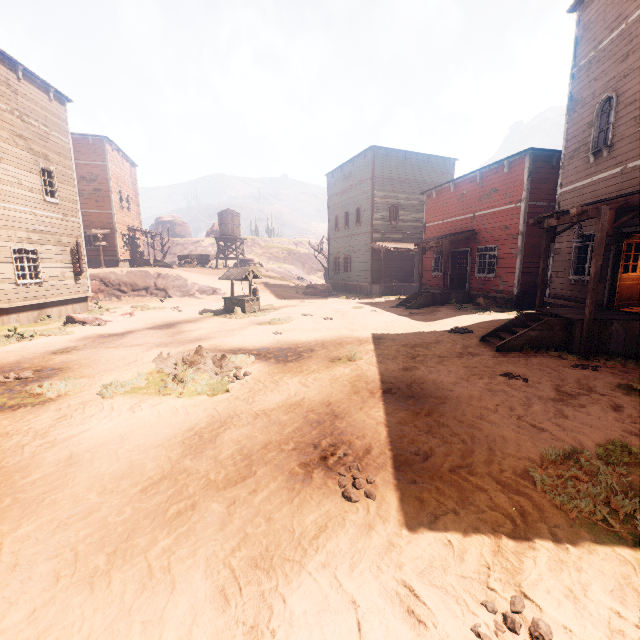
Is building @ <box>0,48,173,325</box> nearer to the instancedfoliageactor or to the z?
the z

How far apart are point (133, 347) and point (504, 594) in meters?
10.5 m

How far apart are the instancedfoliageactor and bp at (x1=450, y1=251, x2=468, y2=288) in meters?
17.4 m

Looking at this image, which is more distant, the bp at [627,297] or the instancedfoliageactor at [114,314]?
the instancedfoliageactor at [114,314]

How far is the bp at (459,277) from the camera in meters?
18.7

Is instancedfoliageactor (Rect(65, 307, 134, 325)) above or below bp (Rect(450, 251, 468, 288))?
below

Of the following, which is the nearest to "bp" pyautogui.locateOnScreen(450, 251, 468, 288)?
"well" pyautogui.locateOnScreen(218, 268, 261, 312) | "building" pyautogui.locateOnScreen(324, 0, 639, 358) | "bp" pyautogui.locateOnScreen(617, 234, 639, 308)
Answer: "building" pyautogui.locateOnScreen(324, 0, 639, 358)

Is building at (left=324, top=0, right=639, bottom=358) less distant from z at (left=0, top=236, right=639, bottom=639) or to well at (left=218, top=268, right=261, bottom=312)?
z at (left=0, top=236, right=639, bottom=639)
